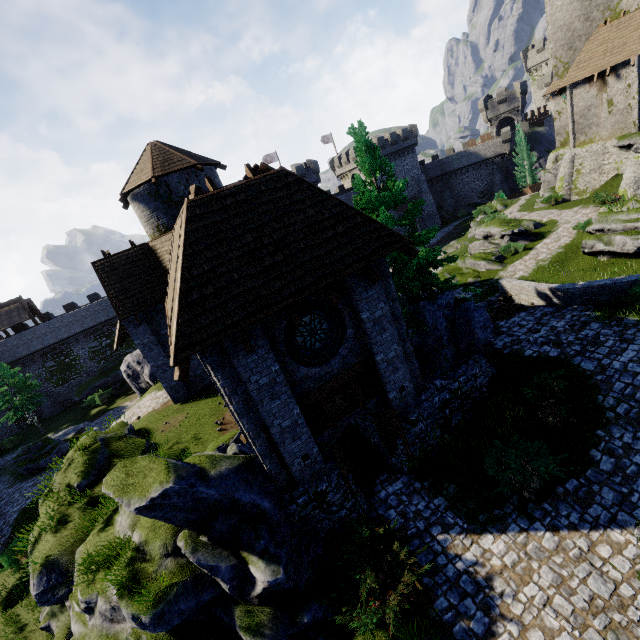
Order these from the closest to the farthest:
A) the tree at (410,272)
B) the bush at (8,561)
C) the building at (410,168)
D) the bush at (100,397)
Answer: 1. the tree at (410,272)
2. the bush at (8,561)
3. the bush at (100,397)
4. the building at (410,168)

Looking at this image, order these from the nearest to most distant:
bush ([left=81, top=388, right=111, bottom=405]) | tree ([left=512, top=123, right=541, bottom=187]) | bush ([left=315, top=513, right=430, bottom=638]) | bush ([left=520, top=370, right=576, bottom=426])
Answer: bush ([left=315, top=513, right=430, bottom=638]) < bush ([left=520, top=370, right=576, bottom=426]) < bush ([left=81, top=388, right=111, bottom=405]) < tree ([left=512, top=123, right=541, bottom=187])

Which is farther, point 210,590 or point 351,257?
point 351,257

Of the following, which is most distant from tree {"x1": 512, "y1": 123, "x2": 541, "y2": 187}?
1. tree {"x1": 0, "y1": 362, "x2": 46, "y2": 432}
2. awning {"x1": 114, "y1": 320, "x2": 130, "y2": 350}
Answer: tree {"x1": 0, "y1": 362, "x2": 46, "y2": 432}

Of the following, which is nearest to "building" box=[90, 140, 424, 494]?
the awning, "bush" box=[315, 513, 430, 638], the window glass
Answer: the awning

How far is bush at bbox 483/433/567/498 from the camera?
8.98m

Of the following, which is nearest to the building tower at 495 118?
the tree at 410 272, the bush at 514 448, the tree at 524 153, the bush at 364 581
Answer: the tree at 524 153

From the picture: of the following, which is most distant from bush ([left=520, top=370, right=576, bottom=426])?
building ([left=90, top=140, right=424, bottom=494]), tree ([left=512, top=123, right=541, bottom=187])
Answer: tree ([left=512, top=123, right=541, bottom=187])
